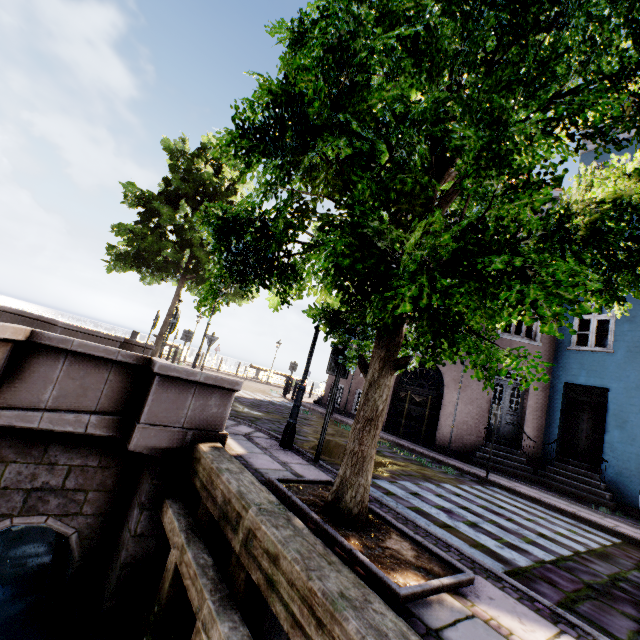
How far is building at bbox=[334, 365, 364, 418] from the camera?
16.0 meters

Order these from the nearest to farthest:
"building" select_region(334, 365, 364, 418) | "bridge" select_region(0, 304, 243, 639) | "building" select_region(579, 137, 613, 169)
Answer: "bridge" select_region(0, 304, 243, 639) < "building" select_region(579, 137, 613, 169) < "building" select_region(334, 365, 364, 418)

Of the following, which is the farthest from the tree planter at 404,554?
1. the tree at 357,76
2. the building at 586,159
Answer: the building at 586,159

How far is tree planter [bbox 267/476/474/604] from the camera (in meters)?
2.36

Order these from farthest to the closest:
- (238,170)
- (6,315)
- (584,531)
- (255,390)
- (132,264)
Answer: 1. (255,390)
2. (132,264)
3. (6,315)
4. (584,531)
5. (238,170)

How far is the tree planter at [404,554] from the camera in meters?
2.4 m

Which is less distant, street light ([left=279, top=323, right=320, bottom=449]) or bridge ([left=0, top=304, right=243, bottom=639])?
bridge ([left=0, top=304, right=243, bottom=639])
